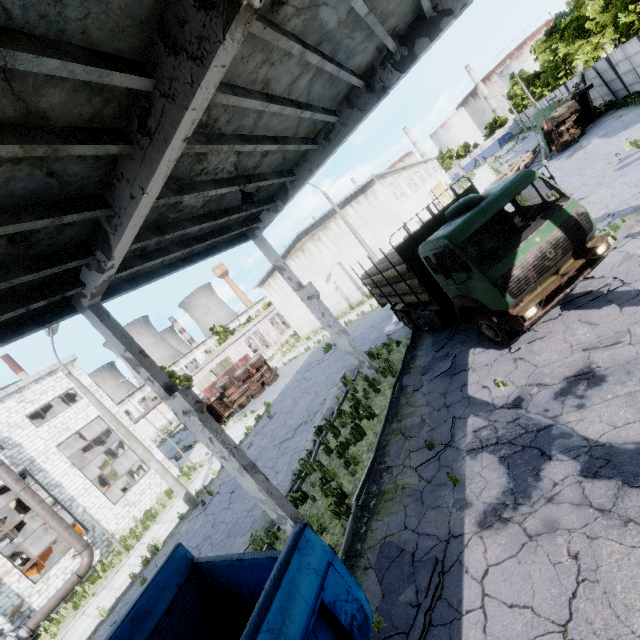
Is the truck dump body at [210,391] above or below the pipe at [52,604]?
above

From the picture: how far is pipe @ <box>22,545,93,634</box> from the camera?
15.1 meters

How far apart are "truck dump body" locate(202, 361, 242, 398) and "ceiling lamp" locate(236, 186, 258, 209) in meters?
26.1 m

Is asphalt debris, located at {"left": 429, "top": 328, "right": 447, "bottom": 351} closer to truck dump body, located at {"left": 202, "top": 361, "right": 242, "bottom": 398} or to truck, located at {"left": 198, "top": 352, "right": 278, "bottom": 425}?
truck, located at {"left": 198, "top": 352, "right": 278, "bottom": 425}

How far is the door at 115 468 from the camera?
30.4 meters

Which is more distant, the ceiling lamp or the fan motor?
the fan motor

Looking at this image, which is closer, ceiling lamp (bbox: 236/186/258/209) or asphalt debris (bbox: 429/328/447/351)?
ceiling lamp (bbox: 236/186/258/209)

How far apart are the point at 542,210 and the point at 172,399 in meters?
10.5 m
